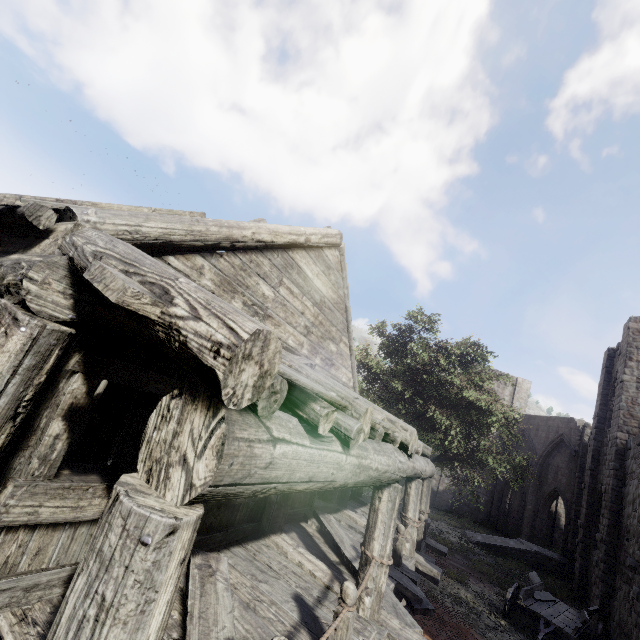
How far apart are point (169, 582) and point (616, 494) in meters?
18.8 m

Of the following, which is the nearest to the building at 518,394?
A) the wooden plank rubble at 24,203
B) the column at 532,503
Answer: the wooden plank rubble at 24,203

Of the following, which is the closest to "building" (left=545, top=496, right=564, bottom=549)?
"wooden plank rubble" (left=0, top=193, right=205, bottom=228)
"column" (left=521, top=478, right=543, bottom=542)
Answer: "wooden plank rubble" (left=0, top=193, right=205, bottom=228)

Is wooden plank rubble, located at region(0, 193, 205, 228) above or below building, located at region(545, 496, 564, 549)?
above

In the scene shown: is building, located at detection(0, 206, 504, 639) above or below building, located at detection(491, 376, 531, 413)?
below

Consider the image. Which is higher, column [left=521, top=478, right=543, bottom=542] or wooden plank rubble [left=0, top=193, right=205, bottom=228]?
wooden plank rubble [left=0, top=193, right=205, bottom=228]

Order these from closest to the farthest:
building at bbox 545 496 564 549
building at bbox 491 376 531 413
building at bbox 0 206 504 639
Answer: Answer:
1. building at bbox 0 206 504 639
2. building at bbox 545 496 564 549
3. building at bbox 491 376 531 413

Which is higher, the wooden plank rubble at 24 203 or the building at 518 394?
the building at 518 394
